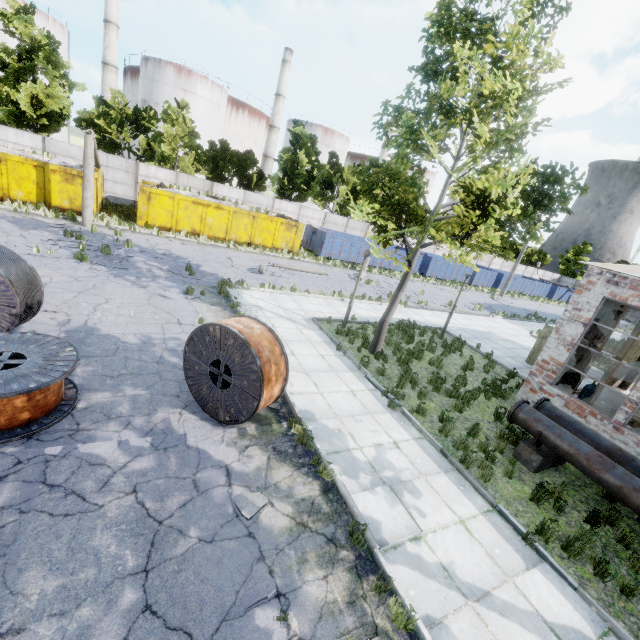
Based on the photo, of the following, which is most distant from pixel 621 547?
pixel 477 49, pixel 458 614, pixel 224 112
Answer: pixel 224 112

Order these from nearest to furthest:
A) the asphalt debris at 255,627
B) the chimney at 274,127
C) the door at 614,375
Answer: the asphalt debris at 255,627, the door at 614,375, the chimney at 274,127

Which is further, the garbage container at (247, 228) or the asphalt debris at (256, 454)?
the garbage container at (247, 228)

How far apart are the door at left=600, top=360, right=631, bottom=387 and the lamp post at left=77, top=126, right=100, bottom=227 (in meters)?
26.57

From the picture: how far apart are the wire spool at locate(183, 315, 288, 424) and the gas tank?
9.81m

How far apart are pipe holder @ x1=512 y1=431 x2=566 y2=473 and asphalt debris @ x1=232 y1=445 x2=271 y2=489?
6.25m

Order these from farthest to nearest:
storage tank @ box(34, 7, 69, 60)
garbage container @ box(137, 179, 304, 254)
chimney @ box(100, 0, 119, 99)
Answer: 1. chimney @ box(100, 0, 119, 99)
2. storage tank @ box(34, 7, 69, 60)
3. garbage container @ box(137, 179, 304, 254)

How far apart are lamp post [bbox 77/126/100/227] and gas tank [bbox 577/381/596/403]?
23.6m
